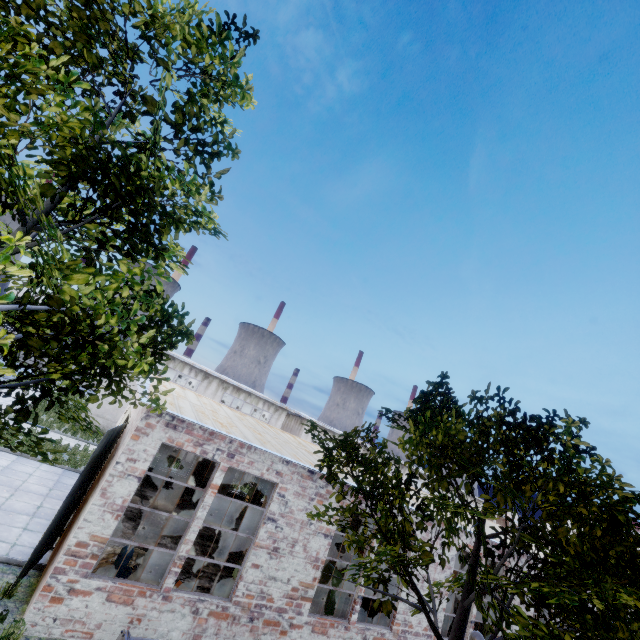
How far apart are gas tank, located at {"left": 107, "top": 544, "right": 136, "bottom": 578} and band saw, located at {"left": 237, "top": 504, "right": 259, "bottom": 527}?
11.8 meters

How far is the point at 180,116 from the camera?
5.2m

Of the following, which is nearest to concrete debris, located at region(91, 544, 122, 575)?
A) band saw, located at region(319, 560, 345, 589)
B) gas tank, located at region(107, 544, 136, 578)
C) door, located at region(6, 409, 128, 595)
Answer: gas tank, located at region(107, 544, 136, 578)

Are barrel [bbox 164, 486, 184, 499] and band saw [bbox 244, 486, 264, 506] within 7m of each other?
yes

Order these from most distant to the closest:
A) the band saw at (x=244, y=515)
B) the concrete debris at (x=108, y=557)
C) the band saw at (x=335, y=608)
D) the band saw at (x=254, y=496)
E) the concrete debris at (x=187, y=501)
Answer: the band saw at (x=254, y=496), the band saw at (x=244, y=515), the concrete debris at (x=187, y=501), the band saw at (x=335, y=608), the concrete debris at (x=108, y=557)

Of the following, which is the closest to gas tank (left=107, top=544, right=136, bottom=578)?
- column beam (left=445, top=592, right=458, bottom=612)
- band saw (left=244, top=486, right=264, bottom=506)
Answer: band saw (left=244, top=486, right=264, bottom=506)

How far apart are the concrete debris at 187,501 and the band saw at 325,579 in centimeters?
800cm

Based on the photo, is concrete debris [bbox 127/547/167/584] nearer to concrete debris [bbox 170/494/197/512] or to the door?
the door
